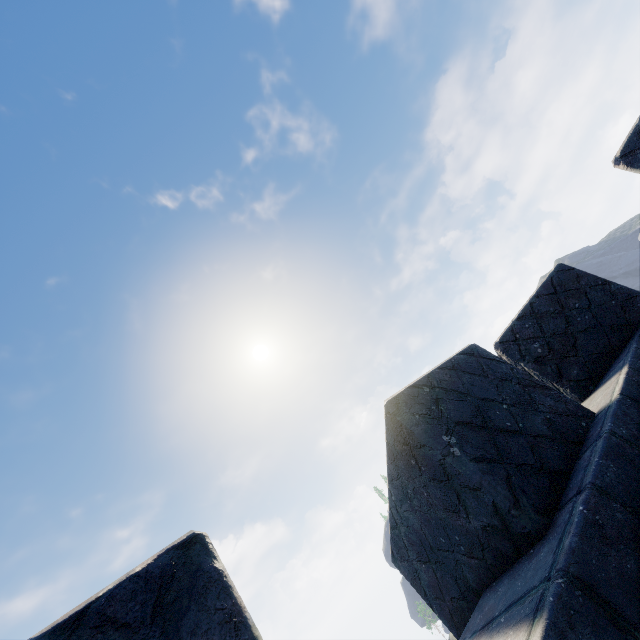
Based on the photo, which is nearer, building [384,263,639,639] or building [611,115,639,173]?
building [384,263,639,639]

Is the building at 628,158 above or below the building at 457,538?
above

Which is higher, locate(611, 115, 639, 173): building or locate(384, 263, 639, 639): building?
locate(611, 115, 639, 173): building

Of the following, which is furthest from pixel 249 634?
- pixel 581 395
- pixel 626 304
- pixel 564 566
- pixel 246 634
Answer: pixel 626 304

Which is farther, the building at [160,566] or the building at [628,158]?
the building at [628,158]
